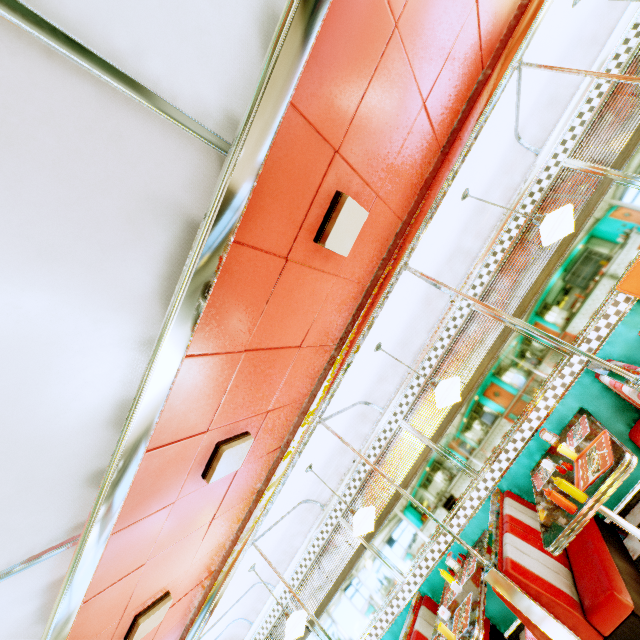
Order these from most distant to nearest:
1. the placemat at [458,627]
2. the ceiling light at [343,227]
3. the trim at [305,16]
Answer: the placemat at [458,627] → the ceiling light at [343,227] → the trim at [305,16]

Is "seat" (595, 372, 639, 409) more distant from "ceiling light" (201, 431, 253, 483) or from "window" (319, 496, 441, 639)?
"ceiling light" (201, 431, 253, 483)

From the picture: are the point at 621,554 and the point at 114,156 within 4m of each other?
no

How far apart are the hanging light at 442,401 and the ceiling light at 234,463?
1.90m

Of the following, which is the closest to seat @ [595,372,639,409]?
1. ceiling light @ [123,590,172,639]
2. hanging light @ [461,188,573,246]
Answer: hanging light @ [461,188,573,246]

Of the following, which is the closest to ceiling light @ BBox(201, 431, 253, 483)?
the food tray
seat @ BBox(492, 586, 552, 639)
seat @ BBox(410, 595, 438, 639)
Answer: seat @ BBox(492, 586, 552, 639)

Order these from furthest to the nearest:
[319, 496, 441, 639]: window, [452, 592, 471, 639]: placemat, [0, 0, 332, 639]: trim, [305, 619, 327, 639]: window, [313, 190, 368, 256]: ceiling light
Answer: [305, 619, 327, 639]: window, [319, 496, 441, 639]: window, [452, 592, 471, 639]: placemat, [313, 190, 368, 256]: ceiling light, [0, 0, 332, 639]: trim

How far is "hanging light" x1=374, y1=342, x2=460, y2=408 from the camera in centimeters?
341cm
